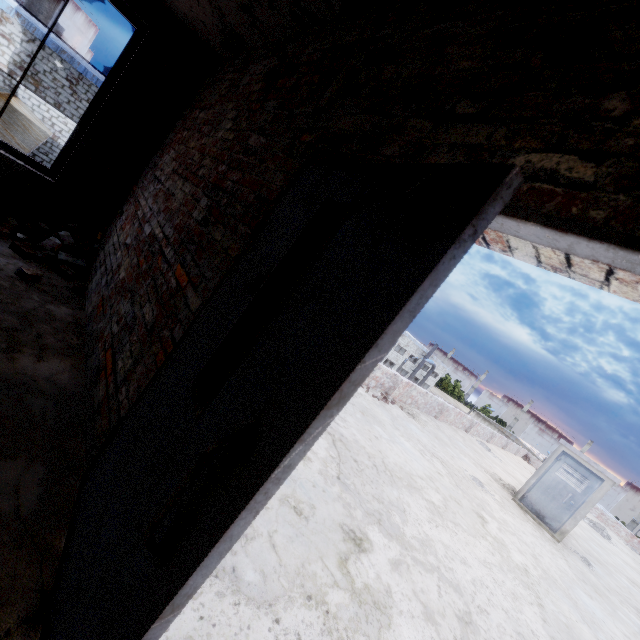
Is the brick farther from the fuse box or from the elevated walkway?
the fuse box

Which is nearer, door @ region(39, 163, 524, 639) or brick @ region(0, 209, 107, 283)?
door @ region(39, 163, 524, 639)

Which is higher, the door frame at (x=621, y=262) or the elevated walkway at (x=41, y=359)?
the door frame at (x=621, y=262)

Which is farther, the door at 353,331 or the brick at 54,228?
the brick at 54,228

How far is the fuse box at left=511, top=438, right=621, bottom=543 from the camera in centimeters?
854cm

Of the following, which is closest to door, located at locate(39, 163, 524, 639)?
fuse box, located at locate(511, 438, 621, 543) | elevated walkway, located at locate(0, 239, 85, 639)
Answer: elevated walkway, located at locate(0, 239, 85, 639)

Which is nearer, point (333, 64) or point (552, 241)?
point (552, 241)

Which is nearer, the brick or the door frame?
the door frame
